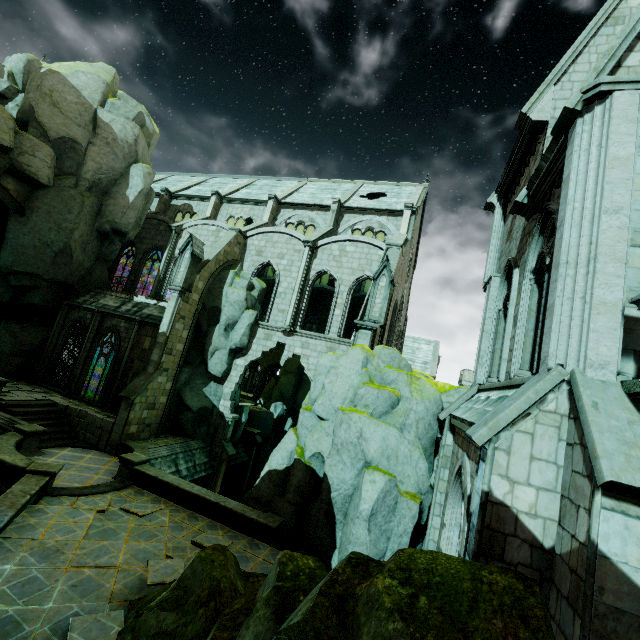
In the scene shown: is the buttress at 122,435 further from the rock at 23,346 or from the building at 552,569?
the rock at 23,346

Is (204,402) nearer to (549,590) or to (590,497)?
(549,590)

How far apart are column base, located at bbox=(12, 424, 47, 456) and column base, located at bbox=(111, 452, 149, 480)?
3.7m

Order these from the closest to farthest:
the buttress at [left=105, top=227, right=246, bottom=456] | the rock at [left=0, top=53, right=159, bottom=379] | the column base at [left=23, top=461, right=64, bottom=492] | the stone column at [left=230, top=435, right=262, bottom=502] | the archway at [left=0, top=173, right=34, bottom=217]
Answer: the column base at [left=23, top=461, right=64, bottom=492] < the buttress at [left=105, top=227, right=246, bottom=456] < the archway at [left=0, top=173, right=34, bottom=217] < the rock at [left=0, top=53, right=159, bottom=379] < the stone column at [left=230, top=435, right=262, bottom=502]

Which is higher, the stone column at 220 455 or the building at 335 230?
the building at 335 230

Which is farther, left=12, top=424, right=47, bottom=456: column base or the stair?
the stair

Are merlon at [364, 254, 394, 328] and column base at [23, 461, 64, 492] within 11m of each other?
no

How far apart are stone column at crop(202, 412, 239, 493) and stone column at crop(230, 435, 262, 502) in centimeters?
380cm
